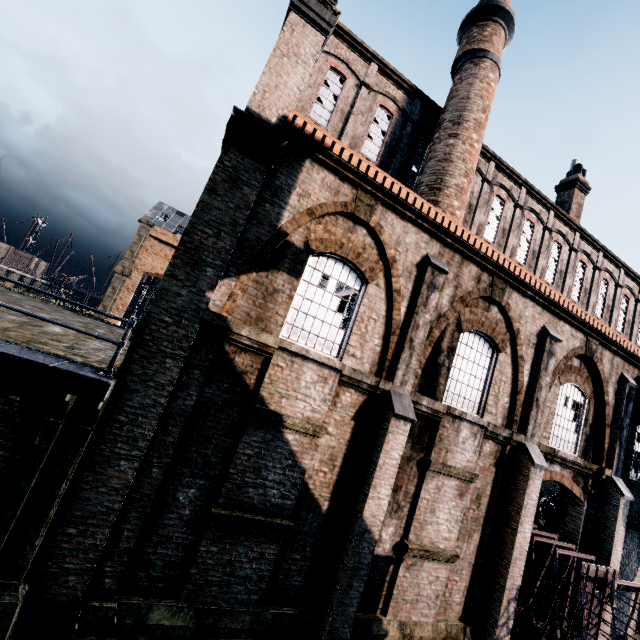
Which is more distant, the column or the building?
the building

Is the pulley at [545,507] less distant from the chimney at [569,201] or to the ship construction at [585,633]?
the ship construction at [585,633]

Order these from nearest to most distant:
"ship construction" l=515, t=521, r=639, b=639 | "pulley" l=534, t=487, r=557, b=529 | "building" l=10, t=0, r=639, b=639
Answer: "building" l=10, t=0, r=639, b=639, "ship construction" l=515, t=521, r=639, b=639, "pulley" l=534, t=487, r=557, b=529

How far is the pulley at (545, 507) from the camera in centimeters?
1673cm

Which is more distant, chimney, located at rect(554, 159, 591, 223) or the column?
chimney, located at rect(554, 159, 591, 223)

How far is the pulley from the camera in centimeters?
1673cm

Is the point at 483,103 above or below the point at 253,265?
above

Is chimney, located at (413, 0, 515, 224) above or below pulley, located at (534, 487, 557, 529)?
above
